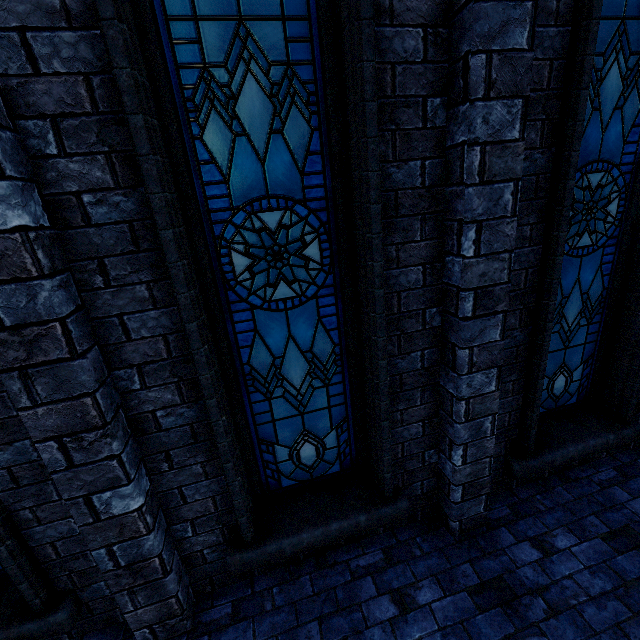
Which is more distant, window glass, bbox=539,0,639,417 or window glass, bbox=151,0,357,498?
window glass, bbox=539,0,639,417

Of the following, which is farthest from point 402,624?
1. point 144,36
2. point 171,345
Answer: point 144,36

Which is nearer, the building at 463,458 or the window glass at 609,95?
the building at 463,458

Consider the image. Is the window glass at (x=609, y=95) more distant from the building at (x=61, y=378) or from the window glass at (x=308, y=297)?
the window glass at (x=308, y=297)

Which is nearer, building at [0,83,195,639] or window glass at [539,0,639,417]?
building at [0,83,195,639]

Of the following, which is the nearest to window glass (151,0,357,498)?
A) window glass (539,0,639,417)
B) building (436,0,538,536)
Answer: building (436,0,538,536)
